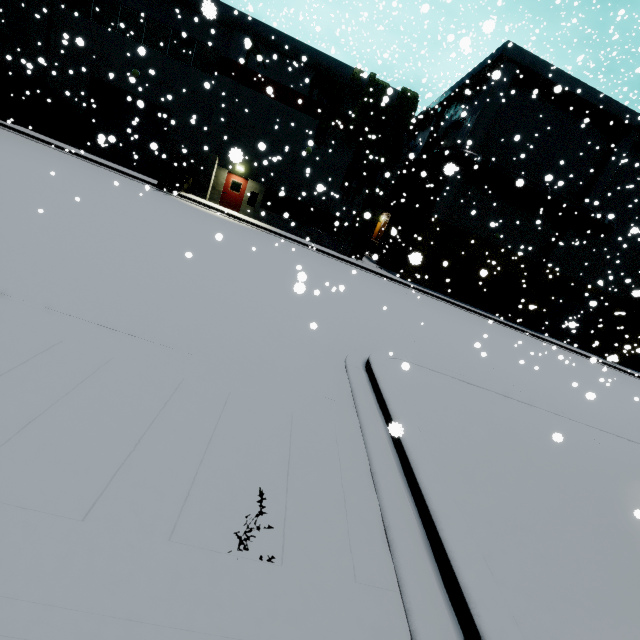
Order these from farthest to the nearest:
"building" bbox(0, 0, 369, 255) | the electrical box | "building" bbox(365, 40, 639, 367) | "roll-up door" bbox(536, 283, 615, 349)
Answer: "roll-up door" bbox(536, 283, 615, 349) → "building" bbox(365, 40, 639, 367) → the electrical box → "building" bbox(0, 0, 369, 255)

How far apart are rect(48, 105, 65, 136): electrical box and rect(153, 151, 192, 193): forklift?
7.4m

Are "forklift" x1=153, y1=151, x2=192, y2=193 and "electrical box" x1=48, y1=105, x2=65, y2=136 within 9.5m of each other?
yes

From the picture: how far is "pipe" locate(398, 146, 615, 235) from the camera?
21.16m

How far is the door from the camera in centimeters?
2202cm

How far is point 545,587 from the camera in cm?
274

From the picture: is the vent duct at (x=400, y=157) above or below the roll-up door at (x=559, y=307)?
above

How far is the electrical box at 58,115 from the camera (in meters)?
20.09
